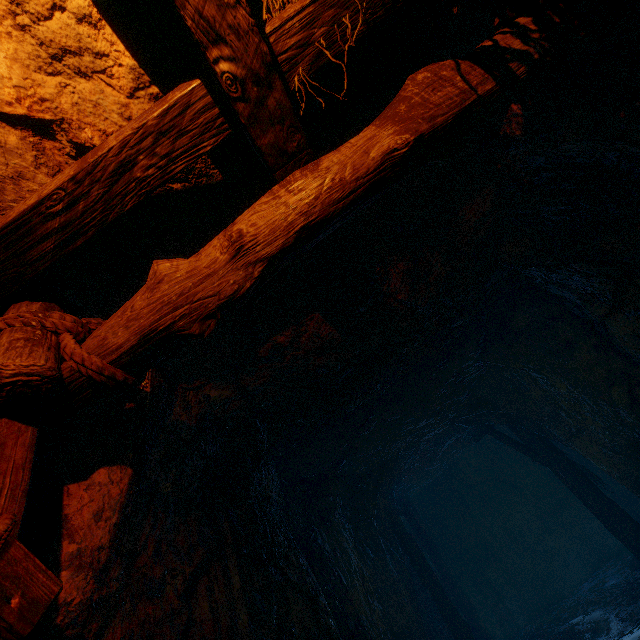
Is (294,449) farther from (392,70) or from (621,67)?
(621,67)
